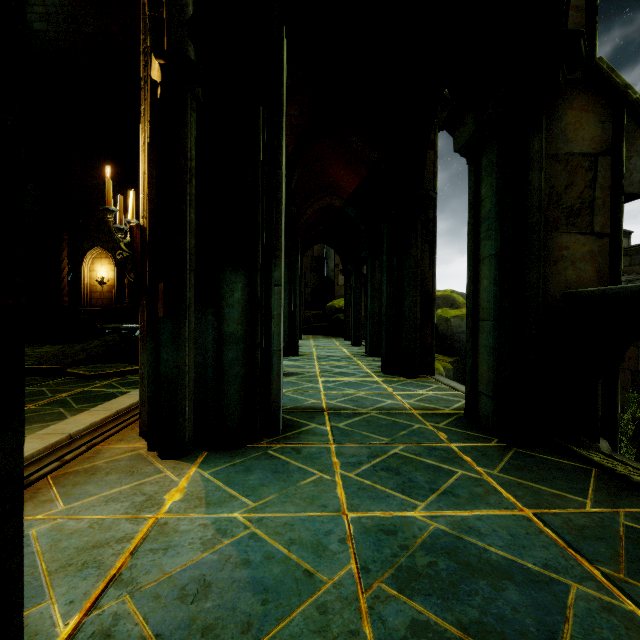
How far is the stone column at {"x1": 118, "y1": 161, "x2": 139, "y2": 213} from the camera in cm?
1974

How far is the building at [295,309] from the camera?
8.7m

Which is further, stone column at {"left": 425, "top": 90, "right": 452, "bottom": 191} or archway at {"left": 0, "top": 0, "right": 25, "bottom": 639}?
stone column at {"left": 425, "top": 90, "right": 452, "bottom": 191}

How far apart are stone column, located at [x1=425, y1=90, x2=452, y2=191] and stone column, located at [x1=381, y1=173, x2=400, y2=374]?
0.2 meters

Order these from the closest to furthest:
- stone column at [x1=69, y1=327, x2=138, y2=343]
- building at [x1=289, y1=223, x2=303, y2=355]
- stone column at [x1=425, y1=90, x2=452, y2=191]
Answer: stone column at [x1=425, y1=90, x2=452, y2=191], building at [x1=289, y1=223, x2=303, y2=355], stone column at [x1=69, y1=327, x2=138, y2=343]

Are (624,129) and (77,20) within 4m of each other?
no

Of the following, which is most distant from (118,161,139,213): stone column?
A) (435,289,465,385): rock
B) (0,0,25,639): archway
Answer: (0,0,25,639): archway

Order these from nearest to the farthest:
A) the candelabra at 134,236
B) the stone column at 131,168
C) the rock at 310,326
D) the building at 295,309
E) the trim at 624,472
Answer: the trim at 624,472 < the candelabra at 134,236 < the building at 295,309 < the rock at 310,326 < the stone column at 131,168
